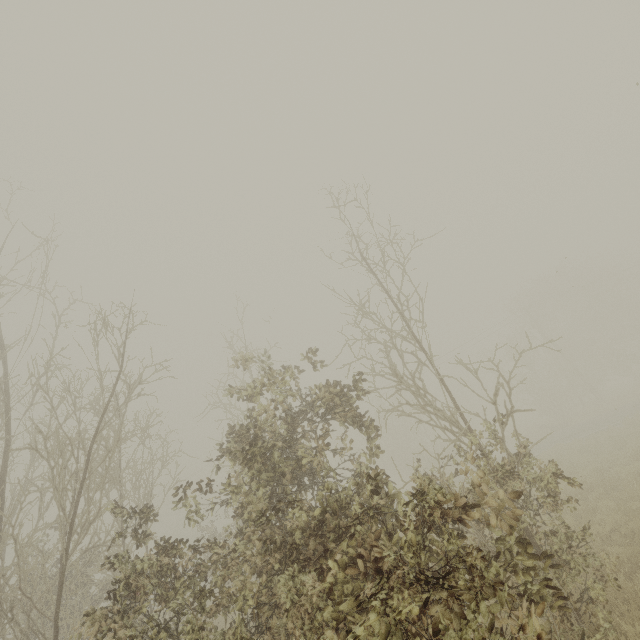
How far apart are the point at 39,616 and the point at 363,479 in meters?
7.3
